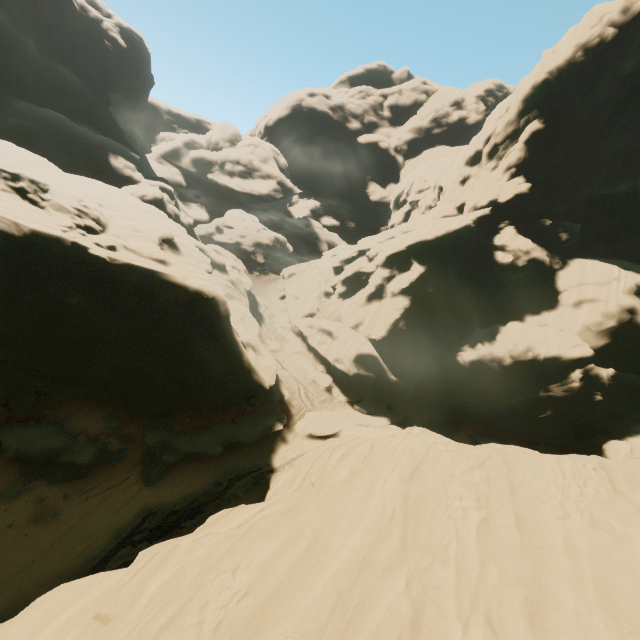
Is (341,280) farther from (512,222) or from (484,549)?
(484,549)

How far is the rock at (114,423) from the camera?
19.7m

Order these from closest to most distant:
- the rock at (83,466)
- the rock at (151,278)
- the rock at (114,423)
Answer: the rock at (151,278)
the rock at (83,466)
the rock at (114,423)

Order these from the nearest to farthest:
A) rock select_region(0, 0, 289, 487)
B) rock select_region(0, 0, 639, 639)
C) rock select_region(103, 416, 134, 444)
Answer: rock select_region(0, 0, 639, 639)
rock select_region(0, 0, 289, 487)
rock select_region(103, 416, 134, 444)

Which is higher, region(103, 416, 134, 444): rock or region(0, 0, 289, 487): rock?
region(0, 0, 289, 487): rock

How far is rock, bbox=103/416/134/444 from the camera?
19.72m
